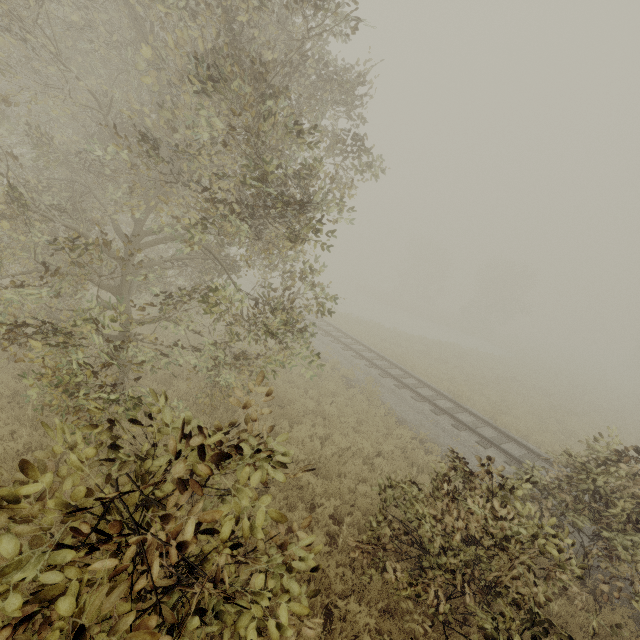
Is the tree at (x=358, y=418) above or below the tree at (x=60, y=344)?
below

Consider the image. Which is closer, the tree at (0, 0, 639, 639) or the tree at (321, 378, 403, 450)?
the tree at (0, 0, 639, 639)

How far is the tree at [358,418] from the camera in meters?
10.3 m

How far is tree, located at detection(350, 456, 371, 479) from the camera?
8.11m

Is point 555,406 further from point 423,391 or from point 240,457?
point 240,457

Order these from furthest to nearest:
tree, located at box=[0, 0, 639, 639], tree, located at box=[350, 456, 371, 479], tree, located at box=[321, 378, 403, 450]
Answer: tree, located at box=[321, 378, 403, 450] < tree, located at box=[350, 456, 371, 479] < tree, located at box=[0, 0, 639, 639]

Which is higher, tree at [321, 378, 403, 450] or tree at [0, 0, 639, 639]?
tree at [0, 0, 639, 639]
